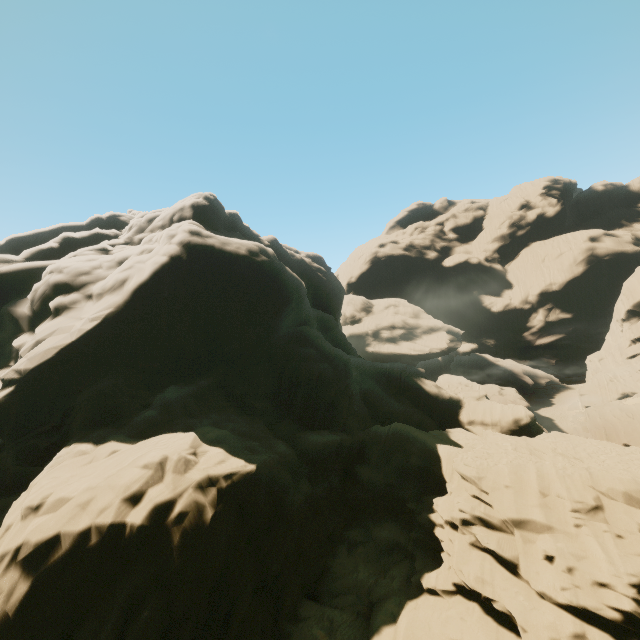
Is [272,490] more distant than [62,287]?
No
